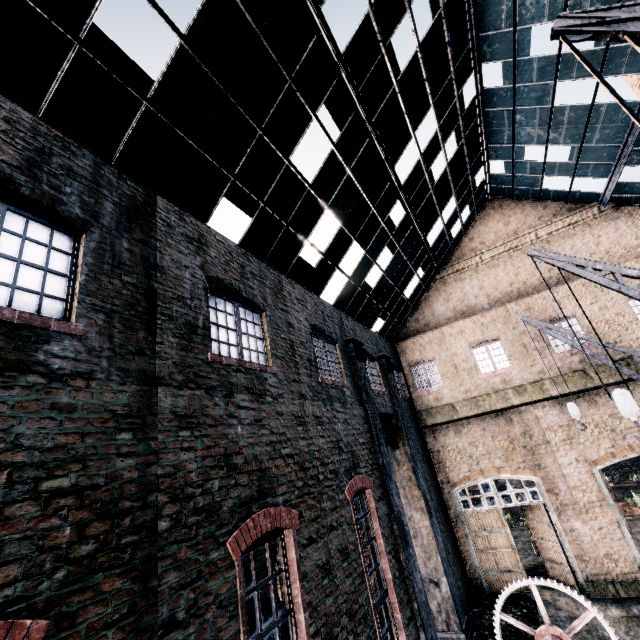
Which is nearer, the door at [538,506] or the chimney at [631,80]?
the chimney at [631,80]

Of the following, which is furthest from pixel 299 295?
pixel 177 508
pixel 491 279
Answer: pixel 491 279

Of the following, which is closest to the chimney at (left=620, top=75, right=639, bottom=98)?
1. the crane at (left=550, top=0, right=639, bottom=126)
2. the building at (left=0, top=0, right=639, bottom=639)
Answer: the building at (left=0, top=0, right=639, bottom=639)

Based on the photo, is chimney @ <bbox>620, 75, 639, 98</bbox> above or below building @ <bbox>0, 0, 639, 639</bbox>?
above

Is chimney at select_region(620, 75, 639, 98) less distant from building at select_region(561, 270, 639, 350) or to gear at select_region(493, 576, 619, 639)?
building at select_region(561, 270, 639, 350)

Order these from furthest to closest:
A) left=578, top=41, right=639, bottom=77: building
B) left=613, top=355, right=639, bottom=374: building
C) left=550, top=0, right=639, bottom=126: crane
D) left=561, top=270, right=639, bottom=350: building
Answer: left=561, top=270, right=639, bottom=350: building < left=613, top=355, right=639, bottom=374: building < left=578, top=41, right=639, bottom=77: building < left=550, top=0, right=639, bottom=126: crane

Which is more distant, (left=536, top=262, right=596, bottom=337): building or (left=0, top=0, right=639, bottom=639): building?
(left=536, top=262, right=596, bottom=337): building

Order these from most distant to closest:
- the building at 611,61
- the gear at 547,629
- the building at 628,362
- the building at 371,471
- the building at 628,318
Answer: the building at 628,318 → the building at 628,362 → the building at 611,61 → the gear at 547,629 → the building at 371,471
